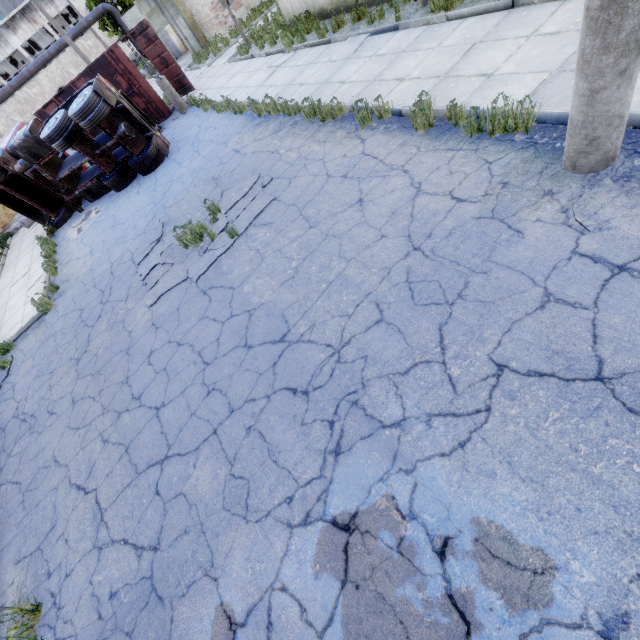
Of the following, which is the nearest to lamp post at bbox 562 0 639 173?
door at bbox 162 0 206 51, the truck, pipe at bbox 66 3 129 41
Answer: the truck

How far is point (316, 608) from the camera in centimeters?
261cm

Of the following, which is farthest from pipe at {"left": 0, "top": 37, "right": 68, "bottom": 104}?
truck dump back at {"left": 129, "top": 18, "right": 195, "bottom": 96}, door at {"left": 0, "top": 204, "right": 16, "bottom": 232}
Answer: truck dump back at {"left": 129, "top": 18, "right": 195, "bottom": 96}

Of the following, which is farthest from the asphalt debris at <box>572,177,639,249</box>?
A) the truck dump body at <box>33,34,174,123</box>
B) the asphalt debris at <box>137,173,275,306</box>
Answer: the truck dump body at <box>33,34,174,123</box>

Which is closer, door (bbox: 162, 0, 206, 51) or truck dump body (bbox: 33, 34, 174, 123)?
truck dump body (bbox: 33, 34, 174, 123)

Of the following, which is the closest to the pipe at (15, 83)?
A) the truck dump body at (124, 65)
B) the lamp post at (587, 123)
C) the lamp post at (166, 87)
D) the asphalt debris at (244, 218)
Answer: the truck dump body at (124, 65)

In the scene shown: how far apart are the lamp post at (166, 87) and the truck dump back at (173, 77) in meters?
1.8

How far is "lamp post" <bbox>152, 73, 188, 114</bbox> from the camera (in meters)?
14.01
